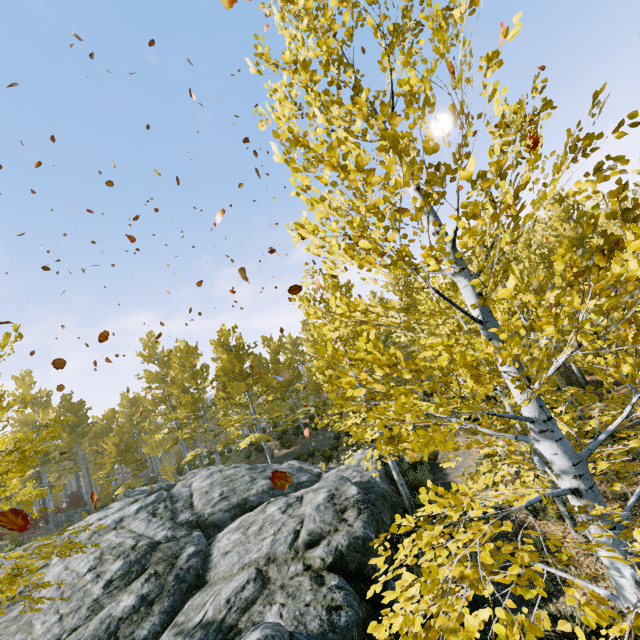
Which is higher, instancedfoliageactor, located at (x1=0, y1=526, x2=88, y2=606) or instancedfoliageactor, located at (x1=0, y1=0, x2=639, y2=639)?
instancedfoliageactor, located at (x1=0, y1=526, x2=88, y2=606)

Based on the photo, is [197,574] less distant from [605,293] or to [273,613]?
[273,613]

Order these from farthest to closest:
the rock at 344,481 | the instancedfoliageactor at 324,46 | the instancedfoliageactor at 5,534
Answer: the rock at 344,481 < the instancedfoliageactor at 5,534 < the instancedfoliageactor at 324,46

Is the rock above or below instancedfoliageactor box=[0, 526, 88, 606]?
below

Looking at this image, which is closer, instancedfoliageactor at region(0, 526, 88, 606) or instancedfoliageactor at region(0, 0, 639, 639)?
instancedfoliageactor at region(0, 0, 639, 639)

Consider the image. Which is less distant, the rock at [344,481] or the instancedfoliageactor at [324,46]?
the instancedfoliageactor at [324,46]

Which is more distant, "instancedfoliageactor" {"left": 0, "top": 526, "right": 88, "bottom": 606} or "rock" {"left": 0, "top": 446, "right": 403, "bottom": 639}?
"rock" {"left": 0, "top": 446, "right": 403, "bottom": 639}

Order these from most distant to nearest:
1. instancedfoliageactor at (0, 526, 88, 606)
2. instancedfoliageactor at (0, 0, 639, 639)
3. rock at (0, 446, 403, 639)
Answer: rock at (0, 446, 403, 639), instancedfoliageactor at (0, 526, 88, 606), instancedfoliageactor at (0, 0, 639, 639)
